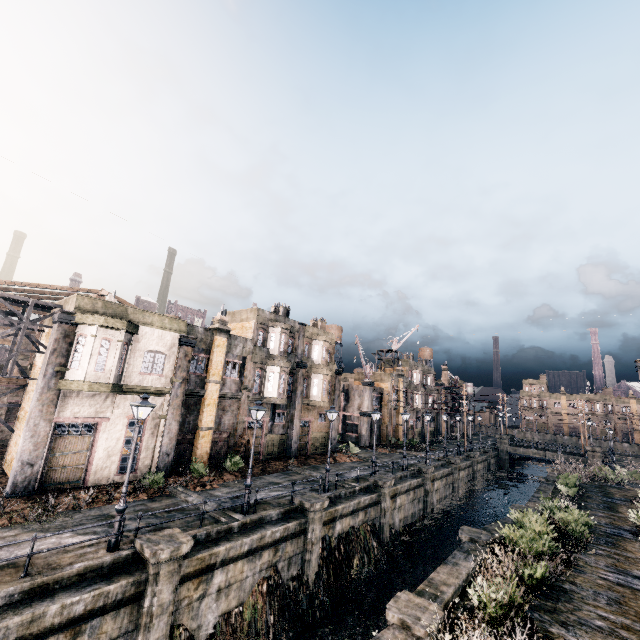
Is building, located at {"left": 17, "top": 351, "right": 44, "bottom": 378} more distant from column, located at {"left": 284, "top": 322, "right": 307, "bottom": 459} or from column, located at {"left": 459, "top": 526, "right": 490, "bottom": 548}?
column, located at {"left": 459, "top": 526, "right": 490, "bottom": 548}

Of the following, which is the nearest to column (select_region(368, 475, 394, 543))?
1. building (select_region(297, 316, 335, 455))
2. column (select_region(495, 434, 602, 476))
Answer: building (select_region(297, 316, 335, 455))

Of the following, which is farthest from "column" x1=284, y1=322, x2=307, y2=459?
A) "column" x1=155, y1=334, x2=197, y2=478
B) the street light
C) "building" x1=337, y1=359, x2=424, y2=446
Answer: the street light

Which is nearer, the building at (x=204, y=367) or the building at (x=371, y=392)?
the building at (x=204, y=367)

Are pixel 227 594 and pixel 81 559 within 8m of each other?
yes

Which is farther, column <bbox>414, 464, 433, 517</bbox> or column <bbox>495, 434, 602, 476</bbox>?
column <bbox>495, 434, 602, 476</bbox>

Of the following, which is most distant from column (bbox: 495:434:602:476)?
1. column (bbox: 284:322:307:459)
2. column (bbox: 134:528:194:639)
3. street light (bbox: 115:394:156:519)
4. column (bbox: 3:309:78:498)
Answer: column (bbox: 3:309:78:498)

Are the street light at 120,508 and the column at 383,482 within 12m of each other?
no
